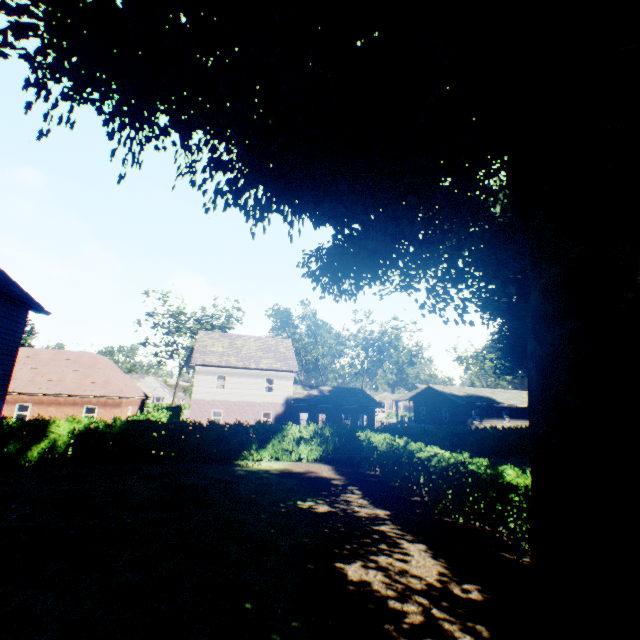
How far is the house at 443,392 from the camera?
41.41m

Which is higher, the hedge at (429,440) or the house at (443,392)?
the house at (443,392)

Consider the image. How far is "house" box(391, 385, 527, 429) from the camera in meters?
41.4

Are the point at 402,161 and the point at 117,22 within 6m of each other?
no

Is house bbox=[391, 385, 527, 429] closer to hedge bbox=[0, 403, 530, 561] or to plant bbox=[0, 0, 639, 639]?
plant bbox=[0, 0, 639, 639]

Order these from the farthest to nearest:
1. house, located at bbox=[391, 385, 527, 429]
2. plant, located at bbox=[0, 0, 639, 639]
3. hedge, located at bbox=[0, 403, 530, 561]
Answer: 1. house, located at bbox=[391, 385, 527, 429]
2. hedge, located at bbox=[0, 403, 530, 561]
3. plant, located at bbox=[0, 0, 639, 639]

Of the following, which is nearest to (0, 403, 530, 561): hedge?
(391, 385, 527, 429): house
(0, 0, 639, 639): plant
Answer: (0, 0, 639, 639): plant
